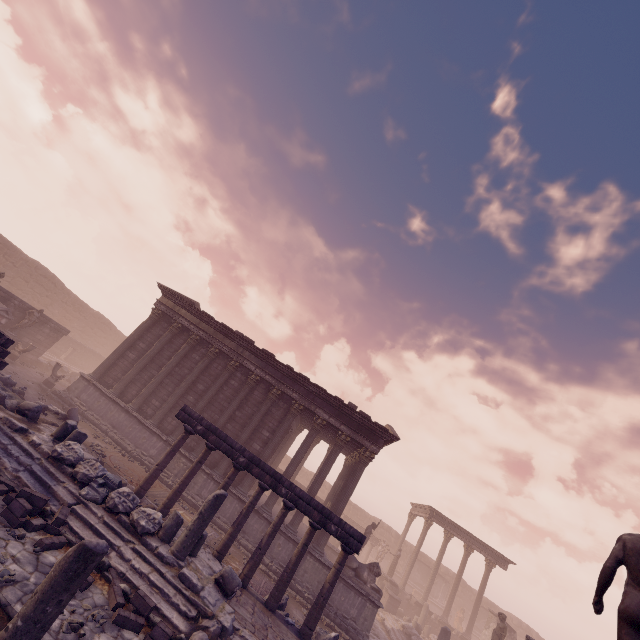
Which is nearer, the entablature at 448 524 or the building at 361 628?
the building at 361 628

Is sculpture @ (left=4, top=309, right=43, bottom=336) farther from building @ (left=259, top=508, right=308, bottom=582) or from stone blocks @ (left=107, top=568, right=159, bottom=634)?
stone blocks @ (left=107, top=568, right=159, bottom=634)

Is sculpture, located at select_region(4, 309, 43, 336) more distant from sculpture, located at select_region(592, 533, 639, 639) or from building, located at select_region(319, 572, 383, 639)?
sculpture, located at select_region(592, 533, 639, 639)

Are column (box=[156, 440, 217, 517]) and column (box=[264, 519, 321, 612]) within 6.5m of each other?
yes

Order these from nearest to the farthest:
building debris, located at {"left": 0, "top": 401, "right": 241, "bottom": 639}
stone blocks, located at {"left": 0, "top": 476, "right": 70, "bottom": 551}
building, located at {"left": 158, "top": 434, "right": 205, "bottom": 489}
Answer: building debris, located at {"left": 0, "top": 401, "right": 241, "bottom": 639} < stone blocks, located at {"left": 0, "top": 476, "right": 70, "bottom": 551} < building, located at {"left": 158, "top": 434, "right": 205, "bottom": 489}

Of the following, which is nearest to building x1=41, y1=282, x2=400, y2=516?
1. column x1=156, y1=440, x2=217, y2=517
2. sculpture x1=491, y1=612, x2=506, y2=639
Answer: column x1=156, y1=440, x2=217, y2=517

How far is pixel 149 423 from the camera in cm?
1596

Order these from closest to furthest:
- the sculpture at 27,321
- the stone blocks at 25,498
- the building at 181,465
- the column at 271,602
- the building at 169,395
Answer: the stone blocks at 25,498 < the column at 271,602 < the building at 181,465 < the building at 169,395 < the sculpture at 27,321
